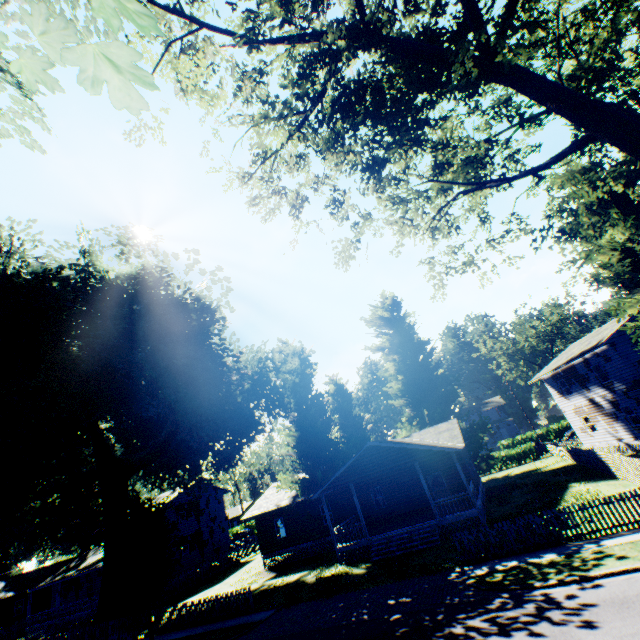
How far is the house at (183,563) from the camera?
37.2m

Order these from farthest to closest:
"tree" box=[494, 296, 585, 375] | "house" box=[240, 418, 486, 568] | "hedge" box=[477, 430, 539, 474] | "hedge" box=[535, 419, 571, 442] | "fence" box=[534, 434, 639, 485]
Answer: Result:
"tree" box=[494, 296, 585, 375]
"hedge" box=[535, 419, 571, 442]
"hedge" box=[477, 430, 539, 474]
"house" box=[240, 418, 486, 568]
"fence" box=[534, 434, 639, 485]

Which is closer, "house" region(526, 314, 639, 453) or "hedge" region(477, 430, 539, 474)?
"house" region(526, 314, 639, 453)

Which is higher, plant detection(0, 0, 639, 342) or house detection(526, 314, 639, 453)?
plant detection(0, 0, 639, 342)

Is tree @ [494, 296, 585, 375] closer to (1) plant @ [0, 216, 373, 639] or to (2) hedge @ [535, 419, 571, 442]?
(2) hedge @ [535, 419, 571, 442]

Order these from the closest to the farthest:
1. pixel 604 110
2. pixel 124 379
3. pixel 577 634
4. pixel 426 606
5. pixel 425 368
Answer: pixel 604 110 → pixel 577 634 → pixel 426 606 → pixel 124 379 → pixel 425 368

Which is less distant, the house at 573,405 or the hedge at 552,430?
the house at 573,405

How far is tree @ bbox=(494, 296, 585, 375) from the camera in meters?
52.4
